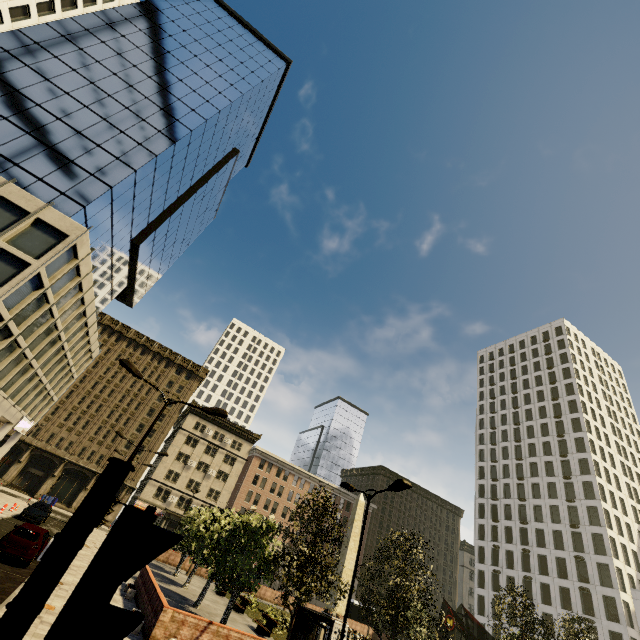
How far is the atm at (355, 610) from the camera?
43.1 meters

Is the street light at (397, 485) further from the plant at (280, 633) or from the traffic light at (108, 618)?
the traffic light at (108, 618)

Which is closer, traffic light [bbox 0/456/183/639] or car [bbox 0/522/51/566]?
traffic light [bbox 0/456/183/639]

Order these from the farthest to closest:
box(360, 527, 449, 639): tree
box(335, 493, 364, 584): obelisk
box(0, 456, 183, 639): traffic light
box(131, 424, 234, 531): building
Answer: box(131, 424, 234, 531): building → box(335, 493, 364, 584): obelisk → box(360, 527, 449, 639): tree → box(0, 456, 183, 639): traffic light

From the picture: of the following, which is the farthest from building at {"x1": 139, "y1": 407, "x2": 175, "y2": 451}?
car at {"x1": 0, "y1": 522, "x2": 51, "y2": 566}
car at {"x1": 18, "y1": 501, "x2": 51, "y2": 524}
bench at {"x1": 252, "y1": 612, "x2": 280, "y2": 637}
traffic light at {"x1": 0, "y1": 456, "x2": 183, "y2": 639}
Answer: bench at {"x1": 252, "y1": 612, "x2": 280, "y2": 637}

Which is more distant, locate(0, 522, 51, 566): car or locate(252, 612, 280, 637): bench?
locate(252, 612, 280, 637): bench

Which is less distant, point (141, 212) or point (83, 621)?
point (83, 621)

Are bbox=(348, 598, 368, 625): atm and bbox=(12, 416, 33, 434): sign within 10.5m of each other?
no
